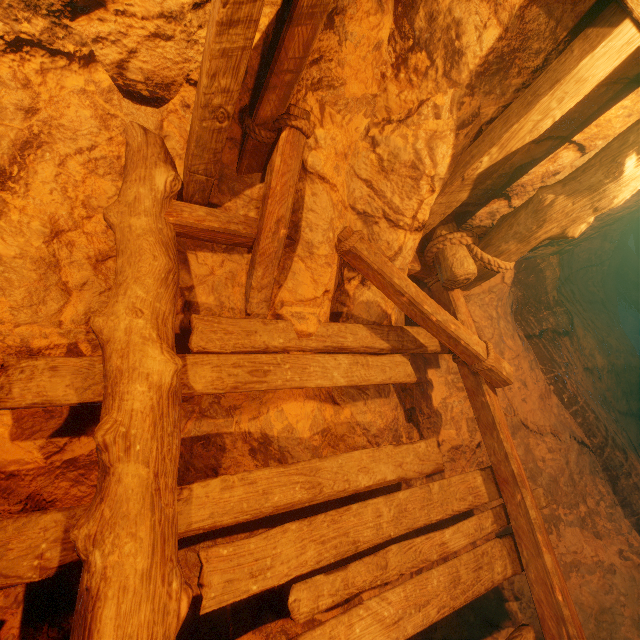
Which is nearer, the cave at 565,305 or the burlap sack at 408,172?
the burlap sack at 408,172

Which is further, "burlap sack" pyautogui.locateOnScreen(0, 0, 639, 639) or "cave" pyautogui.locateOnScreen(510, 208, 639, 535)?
"cave" pyautogui.locateOnScreen(510, 208, 639, 535)

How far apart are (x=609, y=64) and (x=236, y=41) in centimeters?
212cm
